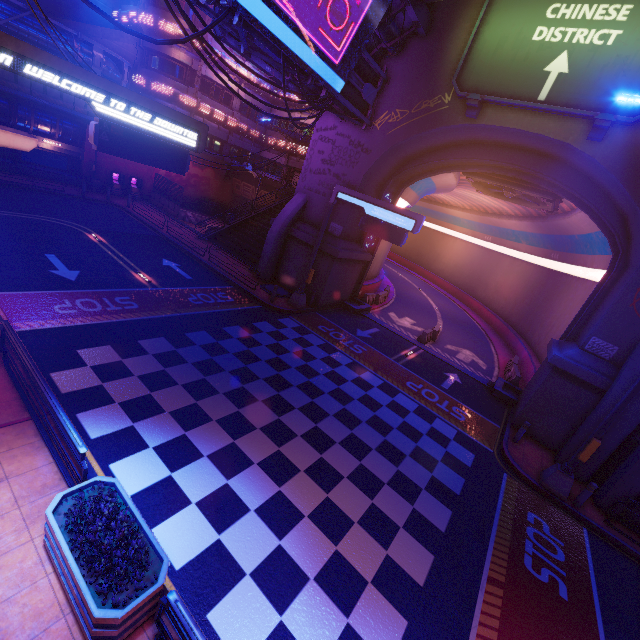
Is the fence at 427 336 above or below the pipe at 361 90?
below

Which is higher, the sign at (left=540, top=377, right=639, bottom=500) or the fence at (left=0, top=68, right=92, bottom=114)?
the fence at (left=0, top=68, right=92, bottom=114)

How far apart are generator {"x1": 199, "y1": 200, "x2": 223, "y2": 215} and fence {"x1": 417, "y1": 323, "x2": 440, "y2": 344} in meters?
26.8

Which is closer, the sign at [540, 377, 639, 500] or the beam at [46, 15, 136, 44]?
the sign at [540, 377, 639, 500]

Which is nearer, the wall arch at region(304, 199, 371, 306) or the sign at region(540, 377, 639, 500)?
the sign at region(540, 377, 639, 500)

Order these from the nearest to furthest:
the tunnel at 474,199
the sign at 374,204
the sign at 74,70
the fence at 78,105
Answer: the sign at 74,70
the sign at 374,204
the tunnel at 474,199
the fence at 78,105

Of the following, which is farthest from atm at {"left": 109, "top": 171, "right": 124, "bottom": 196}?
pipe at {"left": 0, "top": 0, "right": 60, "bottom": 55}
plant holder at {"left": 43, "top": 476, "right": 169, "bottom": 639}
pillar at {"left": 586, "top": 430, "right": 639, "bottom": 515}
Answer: pillar at {"left": 586, "top": 430, "right": 639, "bottom": 515}

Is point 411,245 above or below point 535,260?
below
